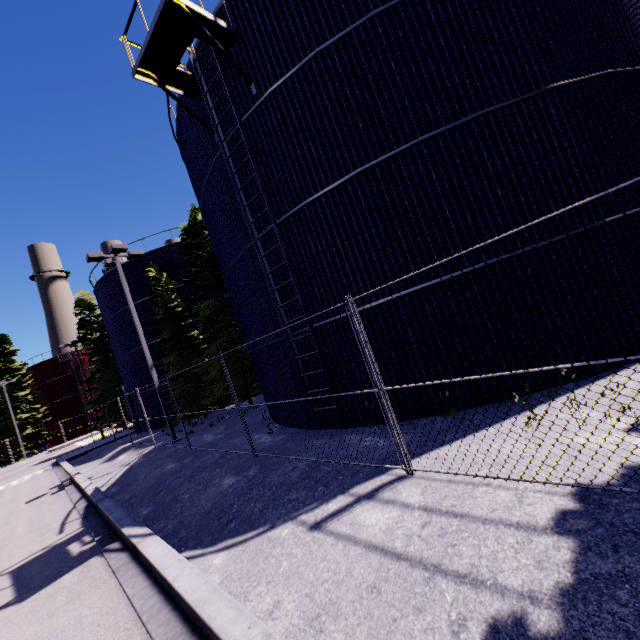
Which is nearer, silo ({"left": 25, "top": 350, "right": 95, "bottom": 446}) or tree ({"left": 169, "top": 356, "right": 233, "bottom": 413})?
tree ({"left": 169, "top": 356, "right": 233, "bottom": 413})

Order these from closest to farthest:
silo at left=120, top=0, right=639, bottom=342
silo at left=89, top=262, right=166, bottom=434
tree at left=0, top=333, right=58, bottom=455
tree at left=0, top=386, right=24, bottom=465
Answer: silo at left=120, top=0, right=639, bottom=342 → silo at left=89, top=262, right=166, bottom=434 → tree at left=0, top=386, right=24, bottom=465 → tree at left=0, top=333, right=58, bottom=455

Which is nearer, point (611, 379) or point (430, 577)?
point (430, 577)

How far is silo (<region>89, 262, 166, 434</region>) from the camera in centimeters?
2333cm

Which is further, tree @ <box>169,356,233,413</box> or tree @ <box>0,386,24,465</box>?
tree @ <box>0,386,24,465</box>

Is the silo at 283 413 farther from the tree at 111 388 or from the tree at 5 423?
the tree at 5 423

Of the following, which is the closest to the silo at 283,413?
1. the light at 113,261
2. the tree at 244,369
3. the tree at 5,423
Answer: the tree at 244,369

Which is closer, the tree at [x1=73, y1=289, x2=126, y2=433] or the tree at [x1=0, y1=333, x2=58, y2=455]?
the tree at [x1=73, y1=289, x2=126, y2=433]
